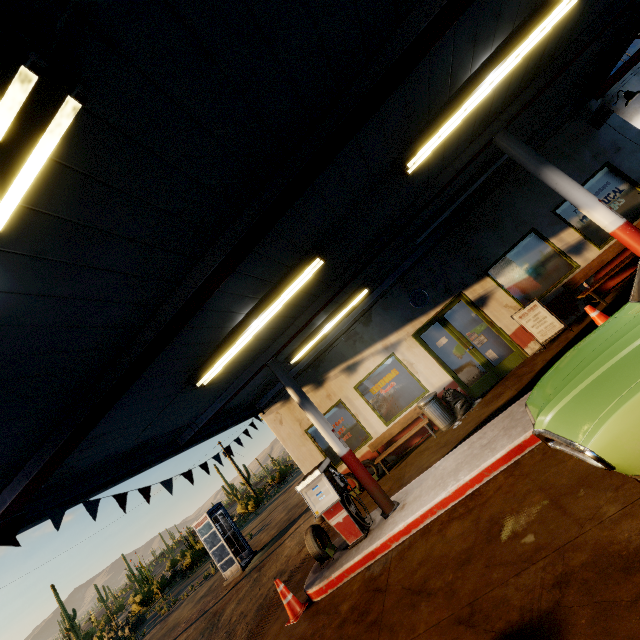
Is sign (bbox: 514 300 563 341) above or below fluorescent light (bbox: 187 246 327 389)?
below

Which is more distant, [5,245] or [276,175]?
[276,175]

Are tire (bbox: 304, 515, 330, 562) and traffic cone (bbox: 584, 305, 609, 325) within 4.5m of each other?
no

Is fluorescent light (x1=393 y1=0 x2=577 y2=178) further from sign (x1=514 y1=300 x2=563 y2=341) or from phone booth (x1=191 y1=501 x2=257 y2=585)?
phone booth (x1=191 y1=501 x2=257 y2=585)

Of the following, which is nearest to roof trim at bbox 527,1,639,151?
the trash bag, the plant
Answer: the trash bag

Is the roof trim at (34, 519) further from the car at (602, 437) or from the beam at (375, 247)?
the car at (602, 437)

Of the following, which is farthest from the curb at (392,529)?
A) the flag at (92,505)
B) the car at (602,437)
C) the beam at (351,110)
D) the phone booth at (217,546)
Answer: the phone booth at (217,546)

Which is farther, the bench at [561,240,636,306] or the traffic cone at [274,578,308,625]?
the bench at [561,240,636,306]
